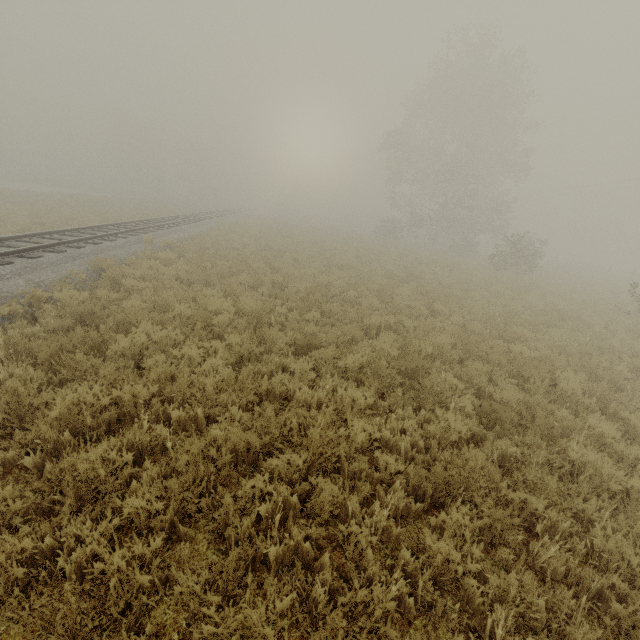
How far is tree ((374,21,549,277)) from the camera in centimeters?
2766cm

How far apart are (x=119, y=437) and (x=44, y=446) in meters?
0.8 m

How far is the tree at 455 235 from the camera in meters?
27.7 m
